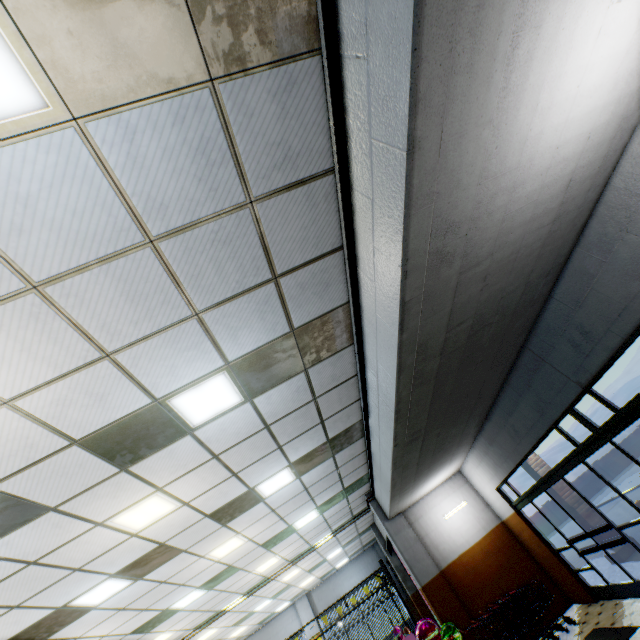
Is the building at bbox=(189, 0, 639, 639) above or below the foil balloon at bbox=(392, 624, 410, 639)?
above

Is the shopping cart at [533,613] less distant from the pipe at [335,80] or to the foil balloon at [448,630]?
the foil balloon at [448,630]

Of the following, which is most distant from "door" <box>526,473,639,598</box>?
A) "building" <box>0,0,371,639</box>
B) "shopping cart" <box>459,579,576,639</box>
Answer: "shopping cart" <box>459,579,576,639</box>

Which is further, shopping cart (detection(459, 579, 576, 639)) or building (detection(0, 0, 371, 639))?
shopping cart (detection(459, 579, 576, 639))

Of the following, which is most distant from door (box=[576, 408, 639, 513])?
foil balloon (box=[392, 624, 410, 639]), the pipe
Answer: foil balloon (box=[392, 624, 410, 639])

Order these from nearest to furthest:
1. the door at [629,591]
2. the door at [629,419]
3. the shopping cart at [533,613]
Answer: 1. the door at [629,419]
2. the door at [629,591]
3. the shopping cart at [533,613]

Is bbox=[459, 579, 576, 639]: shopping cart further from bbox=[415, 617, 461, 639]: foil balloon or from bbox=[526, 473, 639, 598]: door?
bbox=[526, 473, 639, 598]: door

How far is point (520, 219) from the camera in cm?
328
